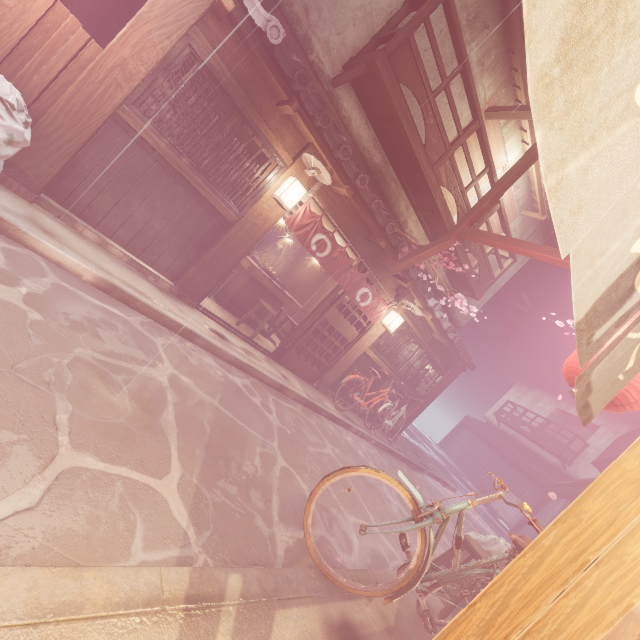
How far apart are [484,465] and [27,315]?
46.4m

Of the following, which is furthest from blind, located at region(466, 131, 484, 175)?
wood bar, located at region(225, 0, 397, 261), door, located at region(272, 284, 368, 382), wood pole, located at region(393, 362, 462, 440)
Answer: wood pole, located at region(393, 362, 462, 440)

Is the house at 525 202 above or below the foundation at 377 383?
above

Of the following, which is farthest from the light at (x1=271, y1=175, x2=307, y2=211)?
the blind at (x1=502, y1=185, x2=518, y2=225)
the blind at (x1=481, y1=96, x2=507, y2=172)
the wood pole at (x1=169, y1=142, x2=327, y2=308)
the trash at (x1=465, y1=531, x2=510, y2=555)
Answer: the blind at (x1=502, y1=185, x2=518, y2=225)

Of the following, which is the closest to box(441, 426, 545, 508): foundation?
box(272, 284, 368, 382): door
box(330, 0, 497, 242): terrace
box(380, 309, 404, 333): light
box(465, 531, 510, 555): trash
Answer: box(272, 284, 368, 382): door

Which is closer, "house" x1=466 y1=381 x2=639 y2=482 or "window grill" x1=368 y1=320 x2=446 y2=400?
"window grill" x1=368 y1=320 x2=446 y2=400

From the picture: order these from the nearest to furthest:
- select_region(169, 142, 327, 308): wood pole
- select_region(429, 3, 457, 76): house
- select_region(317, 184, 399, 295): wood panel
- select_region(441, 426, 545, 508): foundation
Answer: select_region(169, 142, 327, 308): wood pole, select_region(317, 184, 399, 295): wood panel, select_region(429, 3, 457, 76): house, select_region(441, 426, 545, 508): foundation

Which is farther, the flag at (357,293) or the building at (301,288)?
the building at (301,288)
